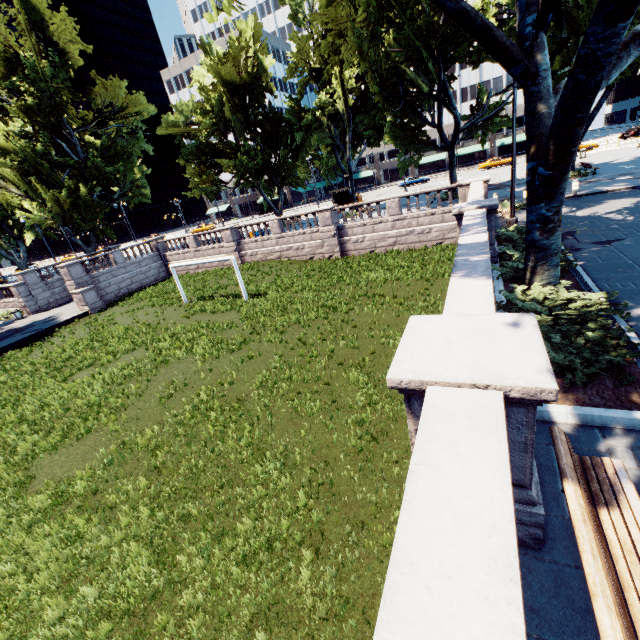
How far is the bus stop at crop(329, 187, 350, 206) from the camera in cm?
4322

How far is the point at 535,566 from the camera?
3.4m

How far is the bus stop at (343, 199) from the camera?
43.2m

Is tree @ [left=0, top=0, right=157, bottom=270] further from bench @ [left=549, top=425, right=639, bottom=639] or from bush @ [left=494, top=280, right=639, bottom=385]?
bench @ [left=549, top=425, right=639, bottom=639]

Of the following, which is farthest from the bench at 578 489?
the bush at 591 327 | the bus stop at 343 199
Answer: the bus stop at 343 199

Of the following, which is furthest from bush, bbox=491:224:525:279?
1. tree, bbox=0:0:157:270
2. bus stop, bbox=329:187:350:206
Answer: bus stop, bbox=329:187:350:206

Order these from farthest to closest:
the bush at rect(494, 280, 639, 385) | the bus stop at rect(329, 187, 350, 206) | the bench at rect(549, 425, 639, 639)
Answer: the bus stop at rect(329, 187, 350, 206)
the bush at rect(494, 280, 639, 385)
the bench at rect(549, 425, 639, 639)

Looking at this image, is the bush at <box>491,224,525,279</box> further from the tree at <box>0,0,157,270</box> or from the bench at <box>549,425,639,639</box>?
the bench at <box>549,425,639,639</box>
